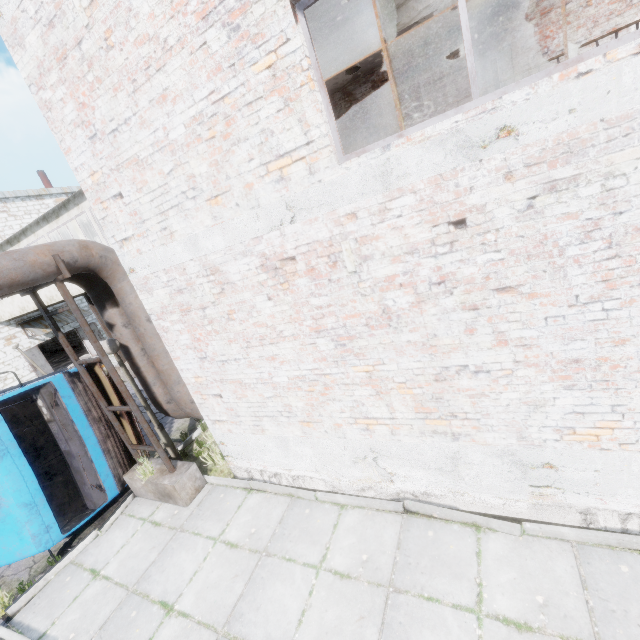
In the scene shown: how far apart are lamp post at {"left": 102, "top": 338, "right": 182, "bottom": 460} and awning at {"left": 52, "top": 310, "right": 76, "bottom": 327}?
16.57m

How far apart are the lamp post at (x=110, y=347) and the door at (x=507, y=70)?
10.85m

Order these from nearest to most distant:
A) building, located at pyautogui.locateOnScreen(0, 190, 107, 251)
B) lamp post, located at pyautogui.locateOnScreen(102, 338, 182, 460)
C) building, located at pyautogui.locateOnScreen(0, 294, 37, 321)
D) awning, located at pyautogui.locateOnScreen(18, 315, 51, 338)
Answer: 1. lamp post, located at pyautogui.locateOnScreen(102, 338, 182, 460)
2. building, located at pyautogui.locateOnScreen(0, 190, 107, 251)
3. building, located at pyautogui.locateOnScreen(0, 294, 37, 321)
4. awning, located at pyautogui.locateOnScreen(18, 315, 51, 338)

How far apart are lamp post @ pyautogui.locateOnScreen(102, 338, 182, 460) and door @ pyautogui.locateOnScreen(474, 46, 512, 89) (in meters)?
10.85

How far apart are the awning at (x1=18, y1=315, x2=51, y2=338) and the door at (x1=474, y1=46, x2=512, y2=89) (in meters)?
23.19

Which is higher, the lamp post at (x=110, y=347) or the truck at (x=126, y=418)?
the lamp post at (x=110, y=347)

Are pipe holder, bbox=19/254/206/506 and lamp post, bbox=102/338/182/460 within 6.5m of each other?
yes

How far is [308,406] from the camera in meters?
4.9 m
